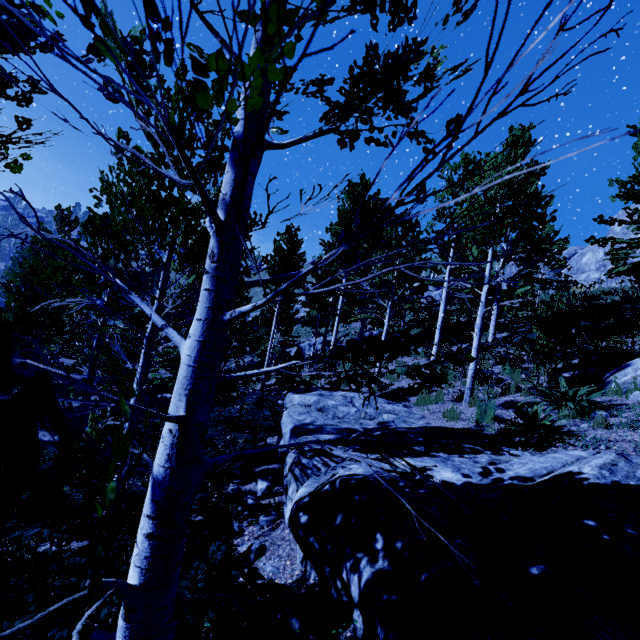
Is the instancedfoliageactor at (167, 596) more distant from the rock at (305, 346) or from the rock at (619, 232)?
the rock at (619, 232)

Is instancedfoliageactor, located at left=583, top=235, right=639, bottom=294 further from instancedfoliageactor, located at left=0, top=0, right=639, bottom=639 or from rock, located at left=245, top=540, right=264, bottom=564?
rock, located at left=245, top=540, right=264, bottom=564

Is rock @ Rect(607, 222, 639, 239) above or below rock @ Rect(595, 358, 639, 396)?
above

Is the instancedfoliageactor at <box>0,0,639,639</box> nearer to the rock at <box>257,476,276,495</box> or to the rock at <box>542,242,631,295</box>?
the rock at <box>257,476,276,495</box>

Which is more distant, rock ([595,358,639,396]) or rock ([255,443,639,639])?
rock ([595,358,639,396])

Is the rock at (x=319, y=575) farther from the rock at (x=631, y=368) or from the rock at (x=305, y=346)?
the rock at (x=305, y=346)

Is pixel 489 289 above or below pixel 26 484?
above

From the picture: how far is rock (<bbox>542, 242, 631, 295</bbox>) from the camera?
20.8m
